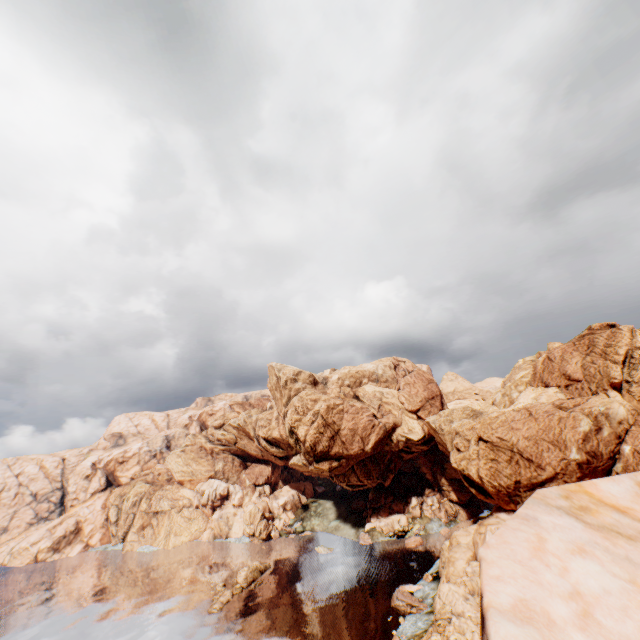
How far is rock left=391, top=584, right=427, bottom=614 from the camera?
47.2 meters

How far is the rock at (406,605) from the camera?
47.2m

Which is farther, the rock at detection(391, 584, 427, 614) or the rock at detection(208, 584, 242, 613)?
the rock at detection(208, 584, 242, 613)

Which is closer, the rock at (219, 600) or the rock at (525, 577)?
the rock at (525, 577)

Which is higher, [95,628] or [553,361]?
[553,361]

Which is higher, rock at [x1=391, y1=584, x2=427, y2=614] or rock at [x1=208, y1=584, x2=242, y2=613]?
rock at [x1=391, y1=584, x2=427, y2=614]
